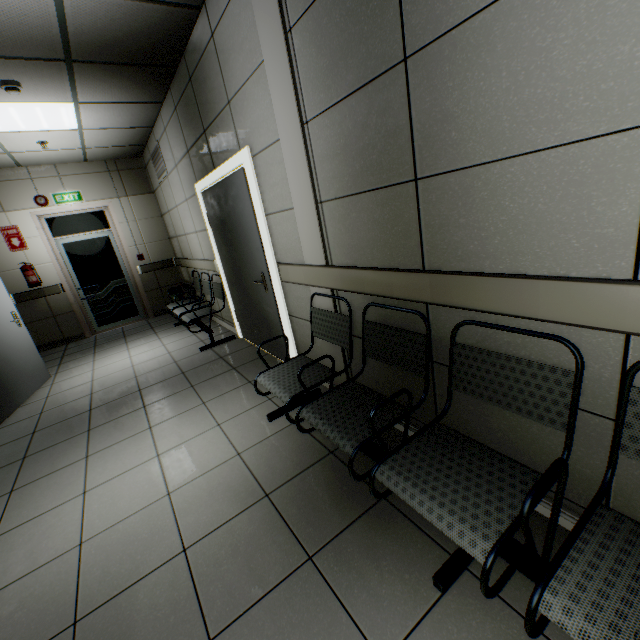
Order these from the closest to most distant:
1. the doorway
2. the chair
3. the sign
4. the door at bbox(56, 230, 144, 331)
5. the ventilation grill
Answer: the chair, the doorway, the ventilation grill, the sign, the door at bbox(56, 230, 144, 331)

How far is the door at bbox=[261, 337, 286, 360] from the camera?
3.53m

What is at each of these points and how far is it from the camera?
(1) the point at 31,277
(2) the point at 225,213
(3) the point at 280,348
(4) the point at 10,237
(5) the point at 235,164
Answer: (1) fire extinguisher, 5.9m
(2) door, 3.7m
(3) door, 3.6m
(4) sign, 5.8m
(5) doorway, 3.0m

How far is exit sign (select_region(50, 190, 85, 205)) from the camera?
6.1m

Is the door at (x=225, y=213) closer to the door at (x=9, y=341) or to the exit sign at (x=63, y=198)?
the door at (x=9, y=341)

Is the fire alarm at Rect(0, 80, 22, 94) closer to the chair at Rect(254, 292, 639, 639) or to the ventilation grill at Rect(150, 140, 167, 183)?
the ventilation grill at Rect(150, 140, 167, 183)

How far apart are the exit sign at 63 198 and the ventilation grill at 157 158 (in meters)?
1.62

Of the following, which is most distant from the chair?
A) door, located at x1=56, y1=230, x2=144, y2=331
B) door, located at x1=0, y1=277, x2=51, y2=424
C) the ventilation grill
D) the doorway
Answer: door, located at x1=56, y1=230, x2=144, y2=331
